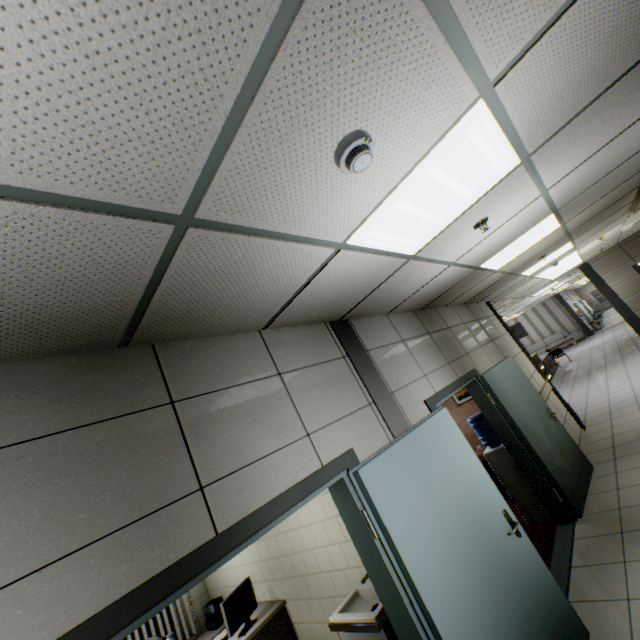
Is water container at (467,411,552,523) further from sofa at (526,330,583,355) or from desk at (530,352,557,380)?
sofa at (526,330,583,355)

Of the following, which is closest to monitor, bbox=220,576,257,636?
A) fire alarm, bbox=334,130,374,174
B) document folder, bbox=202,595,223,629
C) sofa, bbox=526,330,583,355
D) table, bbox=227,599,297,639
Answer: table, bbox=227,599,297,639

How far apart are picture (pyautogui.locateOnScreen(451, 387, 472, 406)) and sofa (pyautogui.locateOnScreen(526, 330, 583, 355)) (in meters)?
17.36

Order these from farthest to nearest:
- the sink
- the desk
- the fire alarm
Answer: the desk
the sink
the fire alarm

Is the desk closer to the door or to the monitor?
the door

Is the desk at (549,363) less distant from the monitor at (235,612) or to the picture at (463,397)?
the picture at (463,397)

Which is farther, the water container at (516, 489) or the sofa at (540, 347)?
the sofa at (540, 347)

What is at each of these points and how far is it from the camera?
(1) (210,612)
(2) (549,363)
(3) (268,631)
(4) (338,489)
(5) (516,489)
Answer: (1) document folder, 5.0m
(2) desk, 15.1m
(3) table, 3.9m
(4) door, 2.3m
(5) water container, 4.6m
